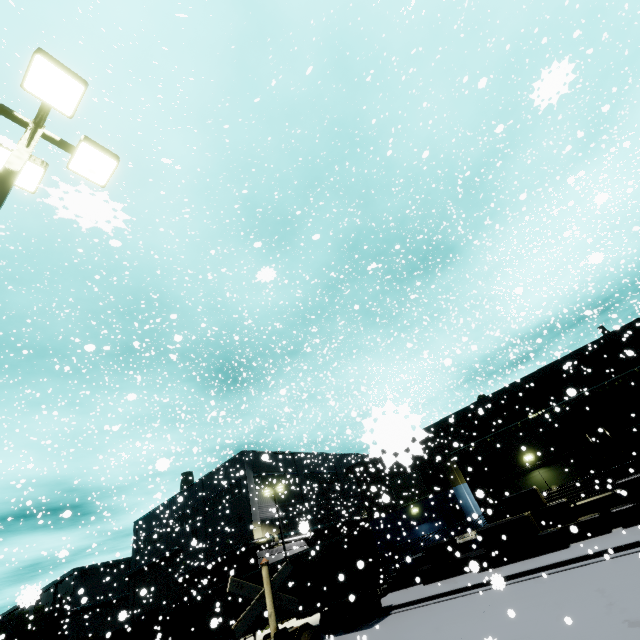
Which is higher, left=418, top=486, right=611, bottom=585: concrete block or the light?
the light

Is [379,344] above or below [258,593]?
above

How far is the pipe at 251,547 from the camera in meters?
29.2 m

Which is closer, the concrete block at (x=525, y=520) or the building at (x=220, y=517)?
the concrete block at (x=525, y=520)

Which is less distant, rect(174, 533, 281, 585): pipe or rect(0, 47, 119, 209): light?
rect(0, 47, 119, 209): light

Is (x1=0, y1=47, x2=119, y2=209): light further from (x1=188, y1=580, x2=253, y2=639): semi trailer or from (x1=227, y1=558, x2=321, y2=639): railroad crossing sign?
(x1=188, y1=580, x2=253, y2=639): semi trailer

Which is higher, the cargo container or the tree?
the tree

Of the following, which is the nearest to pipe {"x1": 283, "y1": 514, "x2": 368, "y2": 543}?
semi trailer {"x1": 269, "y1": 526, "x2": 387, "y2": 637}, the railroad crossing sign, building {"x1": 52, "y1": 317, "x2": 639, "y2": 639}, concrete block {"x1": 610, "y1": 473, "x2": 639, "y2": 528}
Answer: building {"x1": 52, "y1": 317, "x2": 639, "y2": 639}
